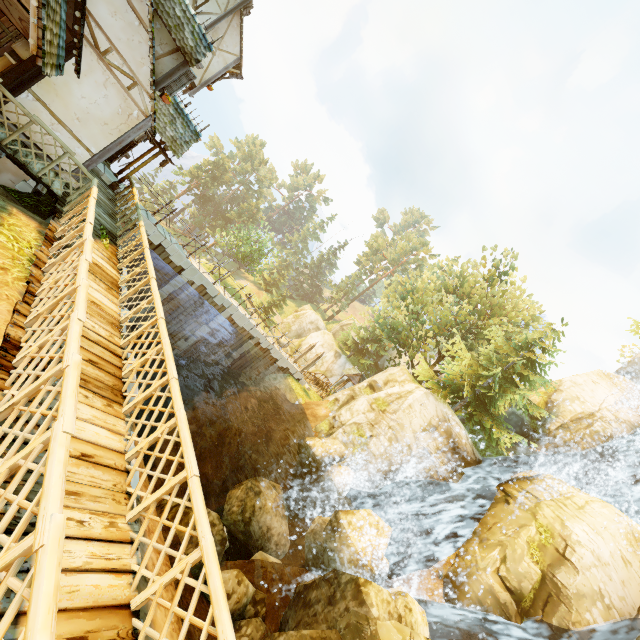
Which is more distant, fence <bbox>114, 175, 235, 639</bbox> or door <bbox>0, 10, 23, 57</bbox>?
door <bbox>0, 10, 23, 57</bbox>

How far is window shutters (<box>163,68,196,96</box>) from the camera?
10.8m

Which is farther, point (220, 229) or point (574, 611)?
point (220, 229)

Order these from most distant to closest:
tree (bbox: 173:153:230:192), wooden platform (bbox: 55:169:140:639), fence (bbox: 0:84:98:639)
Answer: tree (bbox: 173:153:230:192) < wooden platform (bbox: 55:169:140:639) < fence (bbox: 0:84:98:639)

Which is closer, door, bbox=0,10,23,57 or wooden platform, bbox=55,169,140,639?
wooden platform, bbox=55,169,140,639

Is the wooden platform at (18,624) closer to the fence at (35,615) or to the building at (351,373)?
the fence at (35,615)

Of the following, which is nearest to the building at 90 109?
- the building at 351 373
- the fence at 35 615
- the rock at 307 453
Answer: the fence at 35 615

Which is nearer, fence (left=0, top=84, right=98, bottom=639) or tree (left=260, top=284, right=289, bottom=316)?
fence (left=0, top=84, right=98, bottom=639)
